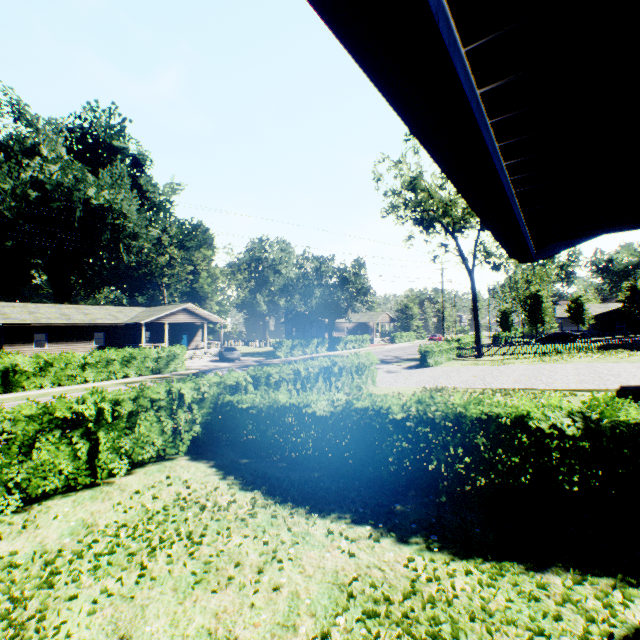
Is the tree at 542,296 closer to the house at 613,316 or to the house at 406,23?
the house at 613,316

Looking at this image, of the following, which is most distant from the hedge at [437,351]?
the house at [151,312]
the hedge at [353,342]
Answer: the house at [151,312]

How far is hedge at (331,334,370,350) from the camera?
46.3m

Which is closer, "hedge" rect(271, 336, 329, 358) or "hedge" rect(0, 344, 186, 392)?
"hedge" rect(0, 344, 186, 392)

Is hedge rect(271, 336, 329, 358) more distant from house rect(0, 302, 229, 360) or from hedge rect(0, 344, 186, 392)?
hedge rect(0, 344, 186, 392)

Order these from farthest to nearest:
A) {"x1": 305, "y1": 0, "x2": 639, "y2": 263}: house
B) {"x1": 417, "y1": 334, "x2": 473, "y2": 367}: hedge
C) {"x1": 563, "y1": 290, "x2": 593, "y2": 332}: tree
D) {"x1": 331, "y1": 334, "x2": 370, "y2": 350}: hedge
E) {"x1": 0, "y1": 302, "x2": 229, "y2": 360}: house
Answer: {"x1": 331, "y1": 334, "x2": 370, "y2": 350}: hedge
{"x1": 563, "y1": 290, "x2": 593, "y2": 332}: tree
{"x1": 0, "y1": 302, "x2": 229, "y2": 360}: house
{"x1": 417, "y1": 334, "x2": 473, "y2": 367}: hedge
{"x1": 305, "y1": 0, "x2": 639, "y2": 263}: house

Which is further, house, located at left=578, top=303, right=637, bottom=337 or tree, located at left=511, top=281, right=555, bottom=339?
house, located at left=578, top=303, right=637, bottom=337

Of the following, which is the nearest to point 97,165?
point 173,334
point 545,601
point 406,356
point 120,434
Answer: point 173,334
